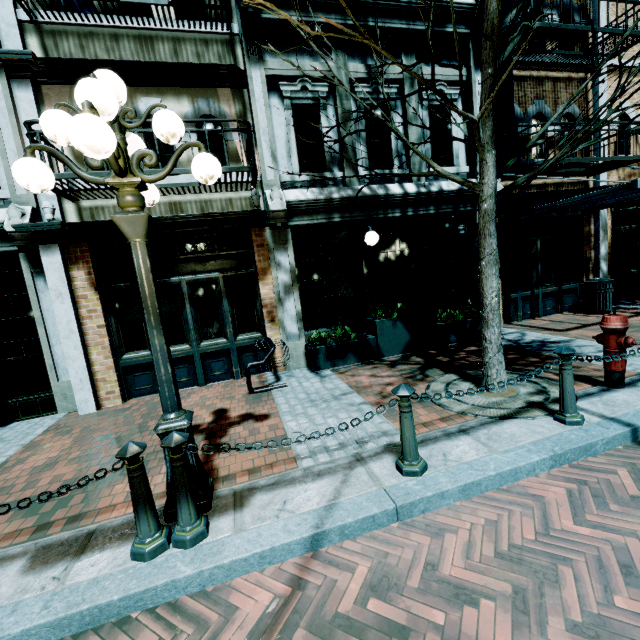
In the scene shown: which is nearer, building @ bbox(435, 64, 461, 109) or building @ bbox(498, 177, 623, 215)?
building @ bbox(435, 64, 461, 109)

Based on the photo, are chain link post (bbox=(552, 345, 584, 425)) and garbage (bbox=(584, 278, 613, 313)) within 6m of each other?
no

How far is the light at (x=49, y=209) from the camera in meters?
5.5 m

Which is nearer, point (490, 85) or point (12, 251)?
point (490, 85)

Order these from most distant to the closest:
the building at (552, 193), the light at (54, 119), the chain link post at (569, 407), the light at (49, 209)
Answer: the building at (552, 193) < the light at (49, 209) < the chain link post at (569, 407) < the light at (54, 119)

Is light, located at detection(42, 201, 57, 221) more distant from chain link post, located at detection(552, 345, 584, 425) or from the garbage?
the garbage

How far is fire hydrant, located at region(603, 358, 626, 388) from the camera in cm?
412

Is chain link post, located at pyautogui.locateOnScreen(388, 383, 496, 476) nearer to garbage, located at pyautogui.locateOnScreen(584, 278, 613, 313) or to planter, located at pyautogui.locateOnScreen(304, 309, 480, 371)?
planter, located at pyautogui.locateOnScreen(304, 309, 480, 371)
